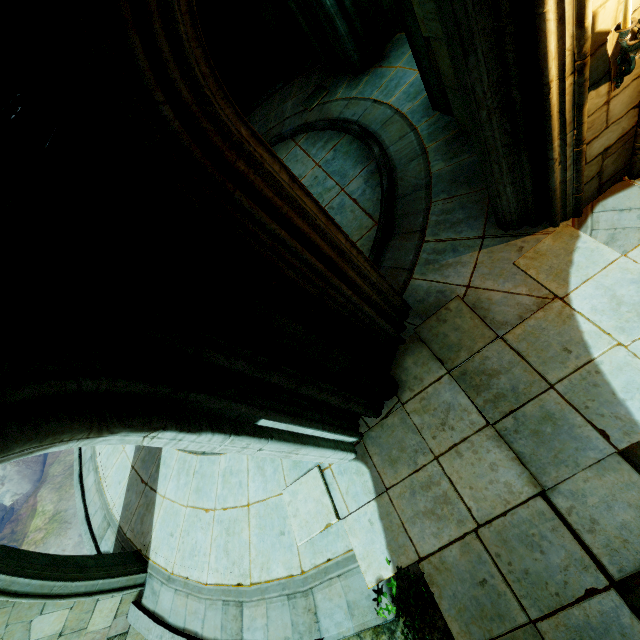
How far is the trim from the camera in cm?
841

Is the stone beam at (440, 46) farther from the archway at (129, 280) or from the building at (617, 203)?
the archway at (129, 280)

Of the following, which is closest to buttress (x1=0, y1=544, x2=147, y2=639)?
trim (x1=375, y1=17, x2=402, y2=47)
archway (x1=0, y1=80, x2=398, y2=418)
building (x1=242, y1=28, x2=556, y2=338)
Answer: building (x1=242, y1=28, x2=556, y2=338)

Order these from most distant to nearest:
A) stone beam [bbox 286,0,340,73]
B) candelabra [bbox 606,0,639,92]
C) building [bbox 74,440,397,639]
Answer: stone beam [bbox 286,0,340,73]
building [bbox 74,440,397,639]
candelabra [bbox 606,0,639,92]

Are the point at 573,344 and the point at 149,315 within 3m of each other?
no

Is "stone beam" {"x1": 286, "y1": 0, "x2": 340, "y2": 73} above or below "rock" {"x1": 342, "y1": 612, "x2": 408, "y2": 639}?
above

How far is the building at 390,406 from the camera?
4.6 meters

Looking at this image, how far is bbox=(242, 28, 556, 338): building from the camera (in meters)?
4.56
